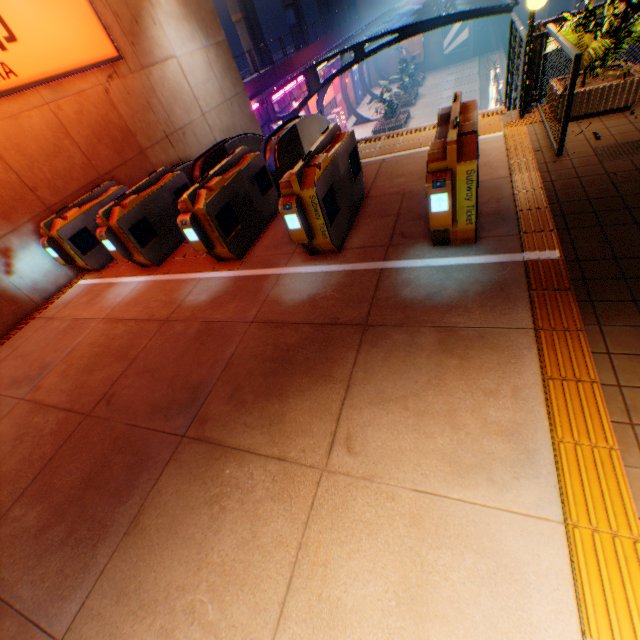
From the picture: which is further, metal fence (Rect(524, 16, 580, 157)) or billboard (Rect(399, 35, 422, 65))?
billboard (Rect(399, 35, 422, 65))

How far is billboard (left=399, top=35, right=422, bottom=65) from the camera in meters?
37.0

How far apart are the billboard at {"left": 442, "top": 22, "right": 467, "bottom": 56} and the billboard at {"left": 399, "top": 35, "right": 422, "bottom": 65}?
2.01m

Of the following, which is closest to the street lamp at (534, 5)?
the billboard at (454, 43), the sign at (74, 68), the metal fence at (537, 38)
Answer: the metal fence at (537, 38)

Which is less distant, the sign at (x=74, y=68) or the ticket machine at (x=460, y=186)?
the ticket machine at (x=460, y=186)

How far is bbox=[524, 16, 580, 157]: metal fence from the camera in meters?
4.0 m

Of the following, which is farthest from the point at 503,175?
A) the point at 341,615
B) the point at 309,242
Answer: the point at 341,615

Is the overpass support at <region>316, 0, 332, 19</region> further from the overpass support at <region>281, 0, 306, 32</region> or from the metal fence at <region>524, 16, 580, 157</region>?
the metal fence at <region>524, 16, 580, 157</region>
